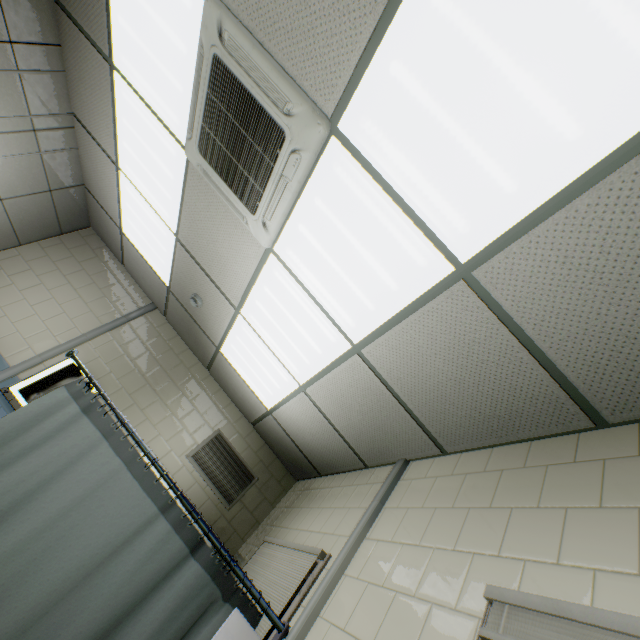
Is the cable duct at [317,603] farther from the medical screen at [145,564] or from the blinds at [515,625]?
the blinds at [515,625]

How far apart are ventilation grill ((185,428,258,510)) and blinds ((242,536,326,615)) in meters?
0.9

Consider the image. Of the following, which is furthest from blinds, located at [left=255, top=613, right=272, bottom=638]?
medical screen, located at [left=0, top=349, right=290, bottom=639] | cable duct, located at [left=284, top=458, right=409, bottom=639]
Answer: medical screen, located at [left=0, top=349, right=290, bottom=639]

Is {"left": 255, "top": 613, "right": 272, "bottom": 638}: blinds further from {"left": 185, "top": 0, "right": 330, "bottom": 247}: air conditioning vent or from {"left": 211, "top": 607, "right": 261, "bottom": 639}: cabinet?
{"left": 185, "top": 0, "right": 330, "bottom": 247}: air conditioning vent

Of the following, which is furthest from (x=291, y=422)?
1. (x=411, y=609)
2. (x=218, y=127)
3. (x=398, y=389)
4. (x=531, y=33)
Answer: (x=531, y=33)

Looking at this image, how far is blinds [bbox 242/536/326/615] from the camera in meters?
2.2 m

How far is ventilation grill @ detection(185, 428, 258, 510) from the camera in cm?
398

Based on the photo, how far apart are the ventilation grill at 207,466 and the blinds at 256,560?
0.9 meters
